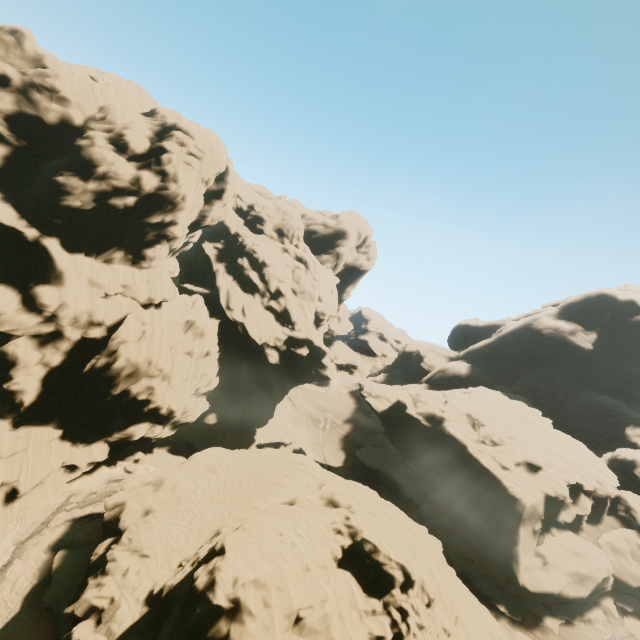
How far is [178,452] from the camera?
42.88m

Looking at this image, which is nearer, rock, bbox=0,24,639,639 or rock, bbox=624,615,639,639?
rock, bbox=0,24,639,639

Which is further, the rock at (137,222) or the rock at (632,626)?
the rock at (632,626)

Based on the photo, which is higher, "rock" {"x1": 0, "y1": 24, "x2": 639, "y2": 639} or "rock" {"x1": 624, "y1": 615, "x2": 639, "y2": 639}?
"rock" {"x1": 0, "y1": 24, "x2": 639, "y2": 639}

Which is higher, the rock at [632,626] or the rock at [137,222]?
the rock at [137,222]
